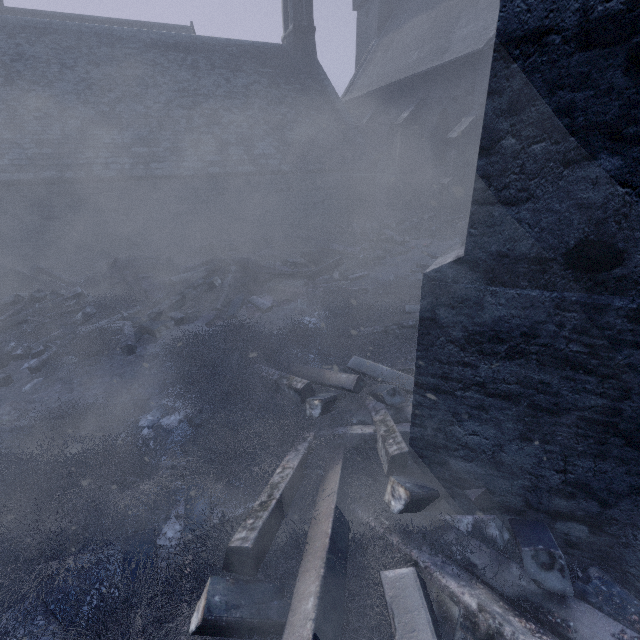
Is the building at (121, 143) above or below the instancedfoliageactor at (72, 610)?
above

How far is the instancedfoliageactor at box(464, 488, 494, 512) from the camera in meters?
2.3 m

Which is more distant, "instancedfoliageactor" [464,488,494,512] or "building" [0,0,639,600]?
"instancedfoliageactor" [464,488,494,512]

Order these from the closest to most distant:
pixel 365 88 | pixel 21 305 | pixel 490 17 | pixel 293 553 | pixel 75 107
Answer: pixel 293 553 < pixel 21 305 < pixel 75 107 < pixel 490 17 < pixel 365 88

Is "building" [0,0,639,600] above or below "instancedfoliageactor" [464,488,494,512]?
above
